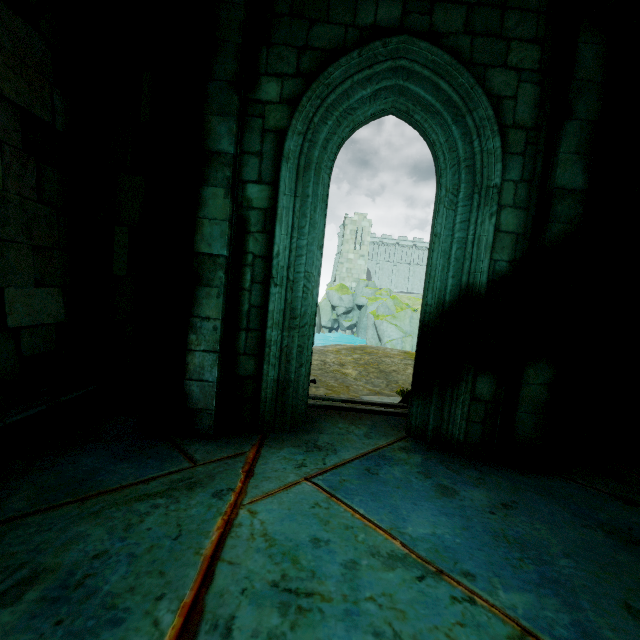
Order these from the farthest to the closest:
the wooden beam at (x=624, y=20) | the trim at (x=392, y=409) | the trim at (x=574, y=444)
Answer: the trim at (x=392, y=409) < the trim at (x=574, y=444) < the wooden beam at (x=624, y=20)

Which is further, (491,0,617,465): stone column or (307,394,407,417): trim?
(307,394,407,417): trim

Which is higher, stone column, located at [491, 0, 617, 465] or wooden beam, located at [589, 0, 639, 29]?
wooden beam, located at [589, 0, 639, 29]

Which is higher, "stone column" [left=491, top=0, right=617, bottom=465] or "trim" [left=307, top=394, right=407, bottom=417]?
"stone column" [left=491, top=0, right=617, bottom=465]

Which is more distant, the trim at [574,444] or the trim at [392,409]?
the trim at [392,409]

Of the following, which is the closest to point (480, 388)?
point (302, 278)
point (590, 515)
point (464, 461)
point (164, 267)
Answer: point (464, 461)

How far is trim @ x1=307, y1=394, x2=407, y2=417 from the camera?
4.6 meters

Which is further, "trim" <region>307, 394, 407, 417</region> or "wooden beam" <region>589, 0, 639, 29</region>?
"trim" <region>307, 394, 407, 417</region>
